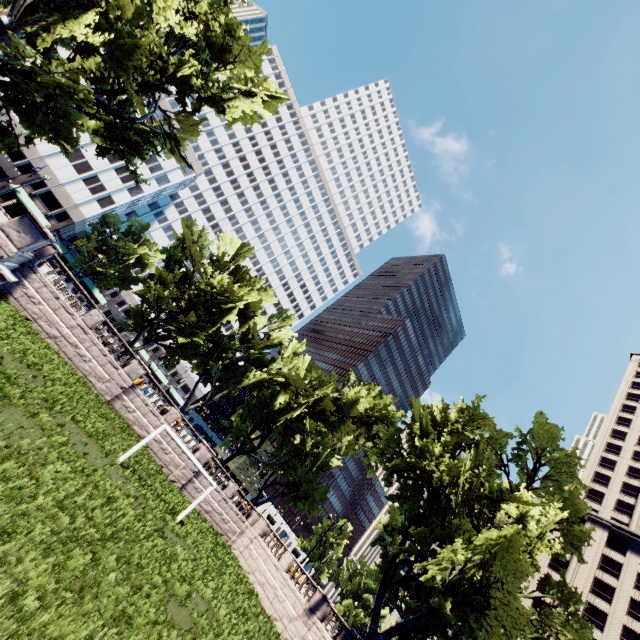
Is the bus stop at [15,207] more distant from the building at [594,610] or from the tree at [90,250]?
the building at [594,610]

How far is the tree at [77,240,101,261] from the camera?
56.77m

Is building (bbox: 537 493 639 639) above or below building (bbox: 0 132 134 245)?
above

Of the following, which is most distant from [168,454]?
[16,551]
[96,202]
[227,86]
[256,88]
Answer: [96,202]

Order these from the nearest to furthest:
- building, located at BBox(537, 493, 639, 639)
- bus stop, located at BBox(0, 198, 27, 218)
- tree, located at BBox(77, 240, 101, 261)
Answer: bus stop, located at BBox(0, 198, 27, 218) → building, located at BBox(537, 493, 639, 639) → tree, located at BBox(77, 240, 101, 261)

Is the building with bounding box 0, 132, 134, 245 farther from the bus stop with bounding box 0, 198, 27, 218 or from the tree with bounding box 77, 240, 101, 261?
the bus stop with bounding box 0, 198, 27, 218

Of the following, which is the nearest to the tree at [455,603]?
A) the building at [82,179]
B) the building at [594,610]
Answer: the building at [82,179]
